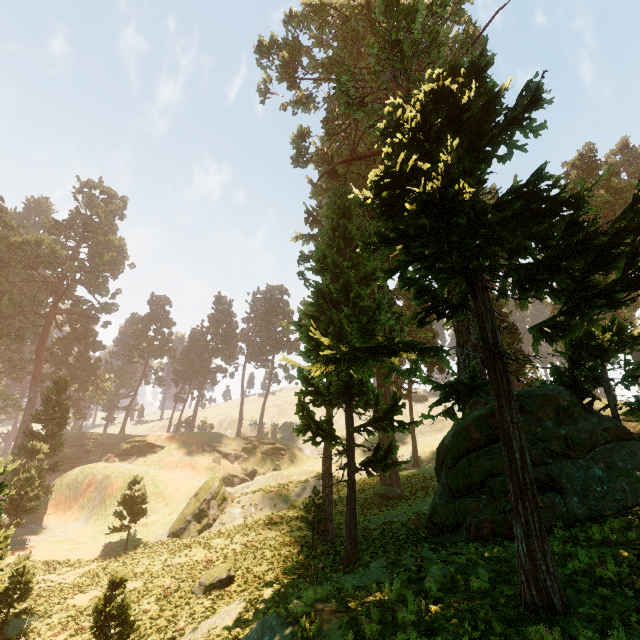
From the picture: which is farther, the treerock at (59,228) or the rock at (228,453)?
the rock at (228,453)

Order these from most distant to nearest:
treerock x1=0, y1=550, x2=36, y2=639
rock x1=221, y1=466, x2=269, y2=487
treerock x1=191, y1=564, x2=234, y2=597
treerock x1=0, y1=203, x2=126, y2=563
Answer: rock x1=221, y1=466, x2=269, y2=487 → treerock x1=0, y1=203, x2=126, y2=563 → treerock x1=191, y1=564, x2=234, y2=597 → treerock x1=0, y1=550, x2=36, y2=639

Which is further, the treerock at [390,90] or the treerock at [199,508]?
the treerock at [199,508]

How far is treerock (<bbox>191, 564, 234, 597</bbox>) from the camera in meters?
16.7 m

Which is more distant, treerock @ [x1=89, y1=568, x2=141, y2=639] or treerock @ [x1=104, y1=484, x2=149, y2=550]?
treerock @ [x1=104, y1=484, x2=149, y2=550]

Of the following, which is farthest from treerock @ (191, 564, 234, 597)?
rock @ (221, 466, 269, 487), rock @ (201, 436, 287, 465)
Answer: rock @ (221, 466, 269, 487)

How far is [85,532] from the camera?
34.4 meters
